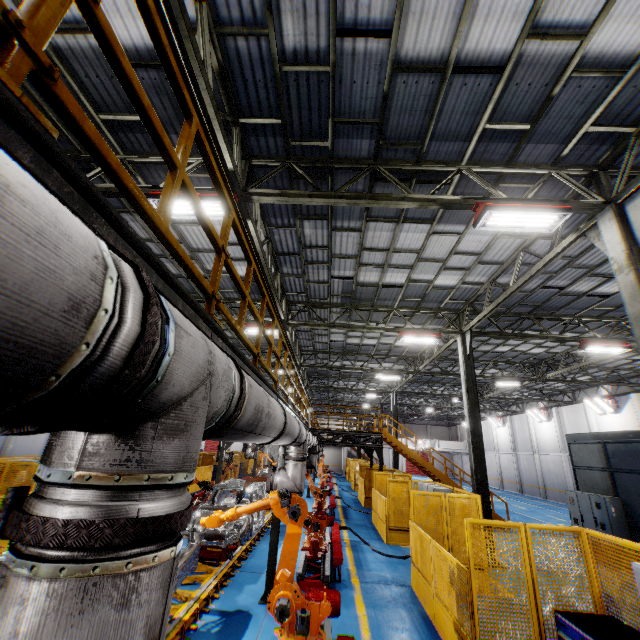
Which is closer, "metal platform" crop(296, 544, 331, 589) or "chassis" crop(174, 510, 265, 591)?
"chassis" crop(174, 510, 265, 591)

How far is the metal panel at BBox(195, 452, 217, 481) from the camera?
21.91m

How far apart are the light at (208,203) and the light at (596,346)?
14.35m

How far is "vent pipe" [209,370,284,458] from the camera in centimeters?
192cm

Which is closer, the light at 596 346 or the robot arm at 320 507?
the light at 596 346

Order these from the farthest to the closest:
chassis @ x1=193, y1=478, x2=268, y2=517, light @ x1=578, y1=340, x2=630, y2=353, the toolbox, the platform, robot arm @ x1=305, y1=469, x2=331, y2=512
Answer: robot arm @ x1=305, y1=469, x2=331, y2=512 < light @ x1=578, y1=340, x2=630, y2=353 < chassis @ x1=193, y1=478, x2=268, y2=517 < the platform < the toolbox

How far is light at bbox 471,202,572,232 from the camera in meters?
6.1

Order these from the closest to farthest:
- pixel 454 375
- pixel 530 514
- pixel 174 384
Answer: pixel 174 384
pixel 454 375
pixel 530 514
